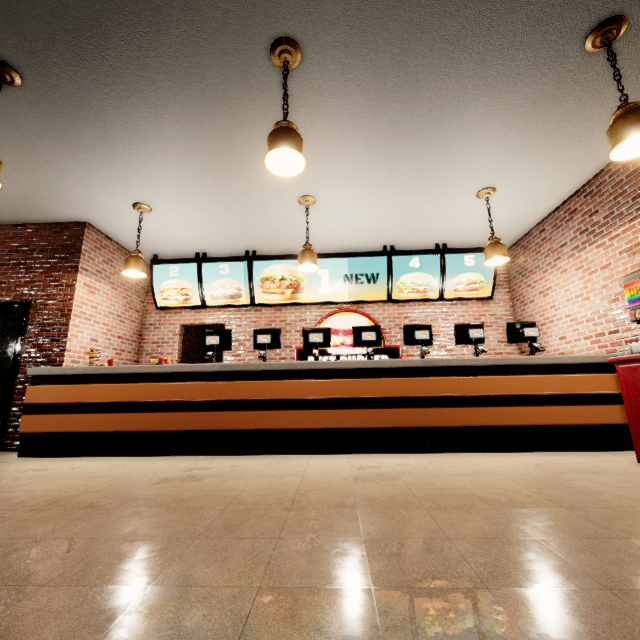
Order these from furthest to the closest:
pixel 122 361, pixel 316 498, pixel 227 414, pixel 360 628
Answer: pixel 122 361 → pixel 227 414 → pixel 316 498 → pixel 360 628
